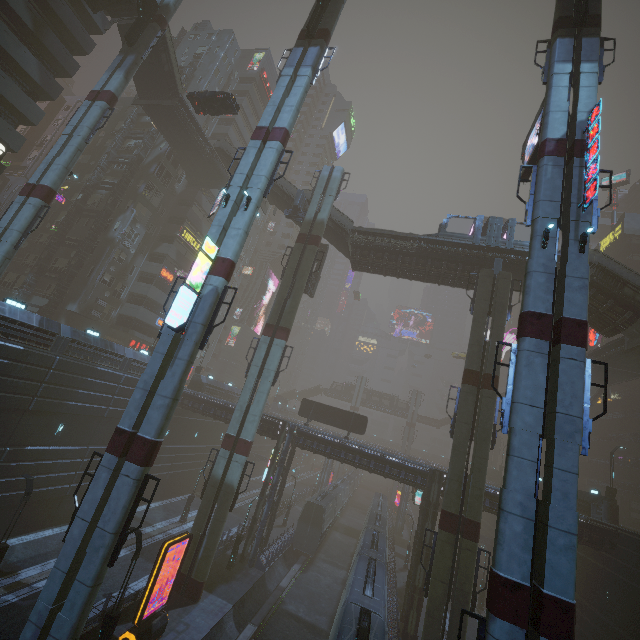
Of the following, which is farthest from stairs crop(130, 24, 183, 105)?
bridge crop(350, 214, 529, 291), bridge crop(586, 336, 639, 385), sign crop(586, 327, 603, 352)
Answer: sign crop(586, 327, 603, 352)

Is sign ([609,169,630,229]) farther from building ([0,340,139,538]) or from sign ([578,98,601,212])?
sign ([578,98,601,212])

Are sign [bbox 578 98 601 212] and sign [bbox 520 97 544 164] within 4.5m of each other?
yes

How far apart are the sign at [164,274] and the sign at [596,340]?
60.8 meters

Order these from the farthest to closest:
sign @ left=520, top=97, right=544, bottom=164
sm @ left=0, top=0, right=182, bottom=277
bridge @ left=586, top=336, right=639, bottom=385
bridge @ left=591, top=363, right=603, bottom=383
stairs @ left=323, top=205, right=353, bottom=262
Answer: bridge @ left=591, top=363, right=603, bottom=383 → stairs @ left=323, top=205, right=353, bottom=262 → bridge @ left=586, top=336, right=639, bottom=385 → sm @ left=0, top=0, right=182, bottom=277 → sign @ left=520, top=97, right=544, bottom=164

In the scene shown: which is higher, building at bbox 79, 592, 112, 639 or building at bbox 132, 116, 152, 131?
building at bbox 132, 116, 152, 131

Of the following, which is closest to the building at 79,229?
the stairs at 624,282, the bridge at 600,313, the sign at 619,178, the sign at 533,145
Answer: the sign at 619,178

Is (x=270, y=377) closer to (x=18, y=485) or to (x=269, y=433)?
(x=269, y=433)
